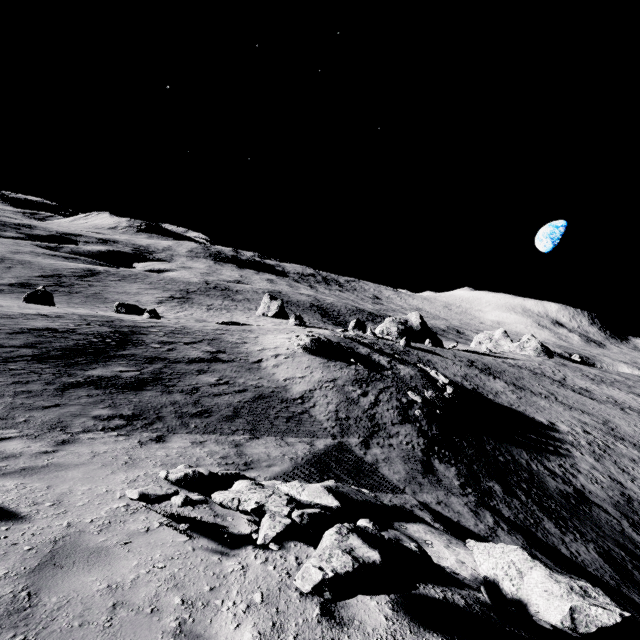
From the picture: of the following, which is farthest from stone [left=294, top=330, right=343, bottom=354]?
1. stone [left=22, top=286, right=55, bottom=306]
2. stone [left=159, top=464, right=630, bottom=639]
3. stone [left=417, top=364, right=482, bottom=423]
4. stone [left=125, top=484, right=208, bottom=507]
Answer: stone [left=22, top=286, right=55, bottom=306]

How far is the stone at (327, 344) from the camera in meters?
24.5

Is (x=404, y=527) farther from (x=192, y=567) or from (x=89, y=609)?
(x=89, y=609)

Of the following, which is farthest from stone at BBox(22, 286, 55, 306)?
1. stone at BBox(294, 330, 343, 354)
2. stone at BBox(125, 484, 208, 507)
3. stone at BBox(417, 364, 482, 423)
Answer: stone at BBox(417, 364, 482, 423)

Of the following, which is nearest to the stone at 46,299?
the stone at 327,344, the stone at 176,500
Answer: the stone at 327,344

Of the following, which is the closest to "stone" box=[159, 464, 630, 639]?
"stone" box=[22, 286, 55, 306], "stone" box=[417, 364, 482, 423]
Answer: "stone" box=[417, 364, 482, 423]

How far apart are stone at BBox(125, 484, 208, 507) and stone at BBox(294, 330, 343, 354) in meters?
19.5 m

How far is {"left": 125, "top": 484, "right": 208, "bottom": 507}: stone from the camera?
4.5 meters
